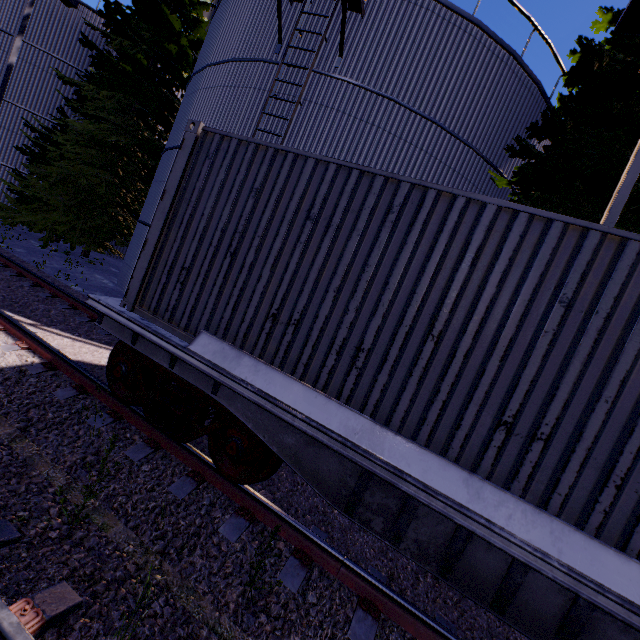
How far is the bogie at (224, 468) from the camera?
3.7m

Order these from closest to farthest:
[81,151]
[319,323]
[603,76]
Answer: [319,323]
[603,76]
[81,151]

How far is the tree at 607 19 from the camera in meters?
8.8

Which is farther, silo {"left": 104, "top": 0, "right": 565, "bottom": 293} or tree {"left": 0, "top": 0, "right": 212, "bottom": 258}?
tree {"left": 0, "top": 0, "right": 212, "bottom": 258}

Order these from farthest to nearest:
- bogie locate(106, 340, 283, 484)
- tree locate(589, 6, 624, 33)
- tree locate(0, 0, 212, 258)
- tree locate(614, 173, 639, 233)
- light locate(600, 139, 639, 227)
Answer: tree locate(0, 0, 212, 258), tree locate(589, 6, 624, 33), tree locate(614, 173, 639, 233), light locate(600, 139, 639, 227), bogie locate(106, 340, 283, 484)

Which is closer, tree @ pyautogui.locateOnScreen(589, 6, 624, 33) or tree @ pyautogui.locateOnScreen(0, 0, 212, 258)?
tree @ pyautogui.locateOnScreen(589, 6, 624, 33)

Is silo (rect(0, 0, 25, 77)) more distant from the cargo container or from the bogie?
the bogie

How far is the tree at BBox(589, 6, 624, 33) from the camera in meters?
8.8
